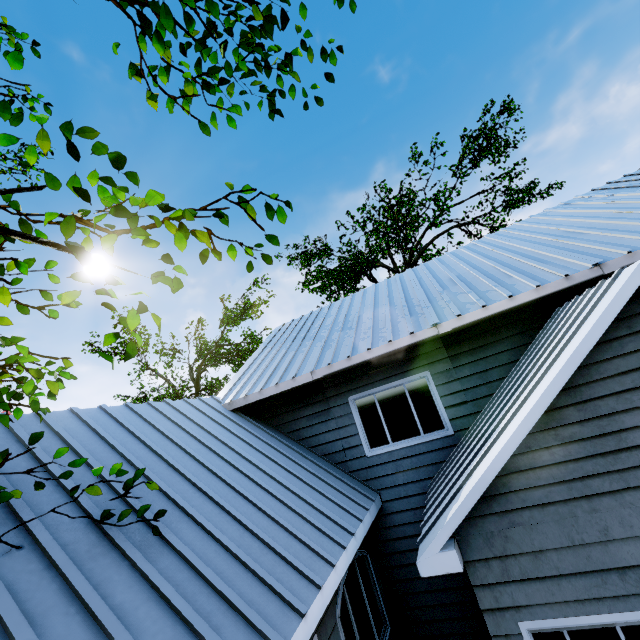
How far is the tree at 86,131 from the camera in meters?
2.6

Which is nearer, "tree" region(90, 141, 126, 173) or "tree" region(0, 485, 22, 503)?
"tree" region(90, 141, 126, 173)

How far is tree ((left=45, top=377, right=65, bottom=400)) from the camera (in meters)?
3.24

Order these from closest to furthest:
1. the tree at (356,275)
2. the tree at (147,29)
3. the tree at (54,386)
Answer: the tree at (147,29)
the tree at (54,386)
the tree at (356,275)

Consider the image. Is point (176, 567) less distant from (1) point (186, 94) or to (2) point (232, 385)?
(1) point (186, 94)
